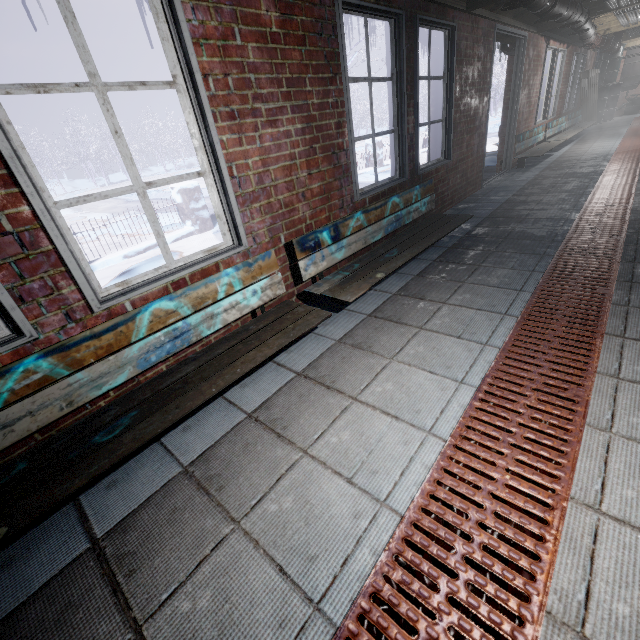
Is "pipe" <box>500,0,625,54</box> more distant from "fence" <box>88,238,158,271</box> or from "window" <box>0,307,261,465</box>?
"fence" <box>88,238,158,271</box>

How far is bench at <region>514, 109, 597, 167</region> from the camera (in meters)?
5.78

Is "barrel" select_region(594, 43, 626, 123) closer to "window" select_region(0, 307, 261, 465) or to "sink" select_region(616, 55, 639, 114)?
"sink" select_region(616, 55, 639, 114)

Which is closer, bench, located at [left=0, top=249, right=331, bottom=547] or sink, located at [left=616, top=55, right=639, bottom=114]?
bench, located at [left=0, top=249, right=331, bottom=547]

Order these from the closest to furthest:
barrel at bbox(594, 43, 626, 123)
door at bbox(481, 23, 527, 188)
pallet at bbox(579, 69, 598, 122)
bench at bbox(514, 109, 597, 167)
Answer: door at bbox(481, 23, 527, 188) → bench at bbox(514, 109, 597, 167) → pallet at bbox(579, 69, 598, 122) → barrel at bbox(594, 43, 626, 123)

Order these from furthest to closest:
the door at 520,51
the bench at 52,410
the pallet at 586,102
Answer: the pallet at 586,102 < the door at 520,51 < the bench at 52,410

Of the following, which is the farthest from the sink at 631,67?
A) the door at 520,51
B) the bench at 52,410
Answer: the bench at 52,410

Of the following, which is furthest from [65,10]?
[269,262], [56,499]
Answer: [56,499]
